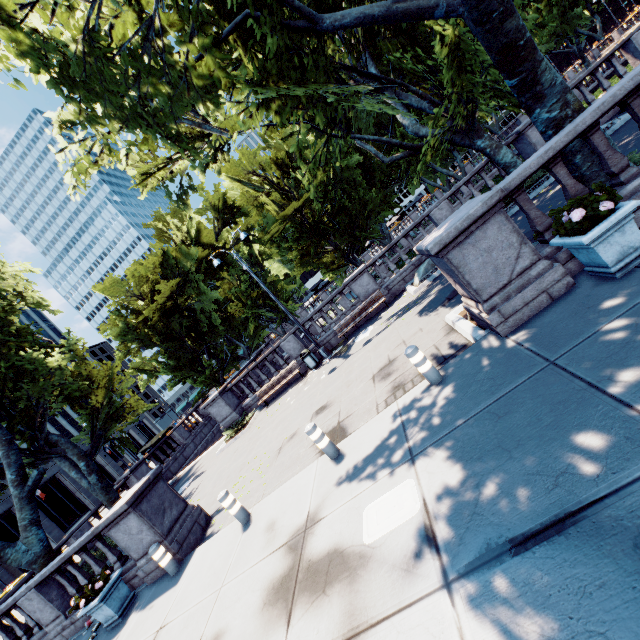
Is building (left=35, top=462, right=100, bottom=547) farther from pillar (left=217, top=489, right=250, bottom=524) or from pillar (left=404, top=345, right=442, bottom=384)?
pillar (left=404, top=345, right=442, bottom=384)

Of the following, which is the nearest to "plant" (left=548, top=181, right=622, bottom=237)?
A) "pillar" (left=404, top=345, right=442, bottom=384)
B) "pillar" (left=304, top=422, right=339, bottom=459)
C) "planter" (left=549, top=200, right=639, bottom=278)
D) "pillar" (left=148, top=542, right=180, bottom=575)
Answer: "planter" (left=549, top=200, right=639, bottom=278)

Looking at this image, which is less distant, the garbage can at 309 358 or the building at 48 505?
the garbage can at 309 358

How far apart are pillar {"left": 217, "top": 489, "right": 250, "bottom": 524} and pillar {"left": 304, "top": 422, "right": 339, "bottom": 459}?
2.46m

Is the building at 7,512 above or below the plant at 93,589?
above

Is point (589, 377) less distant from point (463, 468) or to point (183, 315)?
point (463, 468)

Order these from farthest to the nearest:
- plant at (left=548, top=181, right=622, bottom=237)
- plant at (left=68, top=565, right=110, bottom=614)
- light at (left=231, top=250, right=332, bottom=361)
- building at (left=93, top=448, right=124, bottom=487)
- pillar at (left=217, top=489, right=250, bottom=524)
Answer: building at (left=93, top=448, right=124, bottom=487) < light at (left=231, top=250, right=332, bottom=361) < plant at (left=68, top=565, right=110, bottom=614) < pillar at (left=217, top=489, right=250, bottom=524) < plant at (left=548, top=181, right=622, bottom=237)

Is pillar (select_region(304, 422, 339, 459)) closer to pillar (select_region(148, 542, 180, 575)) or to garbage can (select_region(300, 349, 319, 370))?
pillar (select_region(148, 542, 180, 575))
